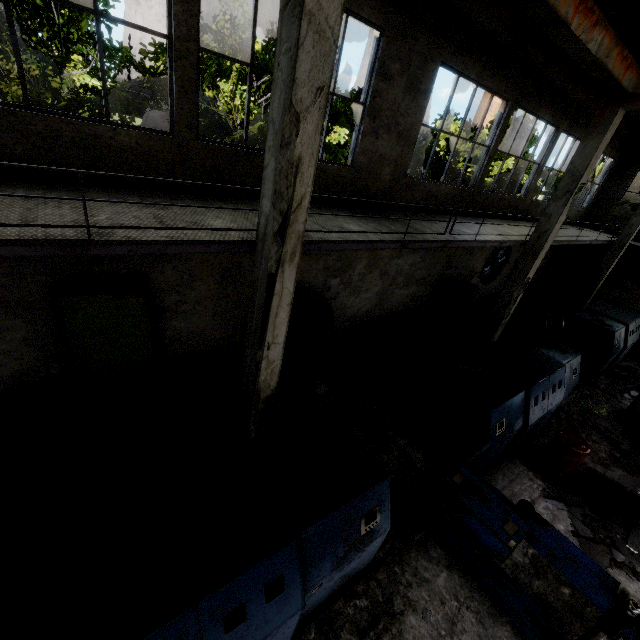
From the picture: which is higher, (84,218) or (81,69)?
(81,69)

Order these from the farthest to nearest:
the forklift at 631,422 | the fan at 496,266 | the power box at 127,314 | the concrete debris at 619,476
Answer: the fan at 496,266, the forklift at 631,422, the concrete debris at 619,476, the power box at 127,314

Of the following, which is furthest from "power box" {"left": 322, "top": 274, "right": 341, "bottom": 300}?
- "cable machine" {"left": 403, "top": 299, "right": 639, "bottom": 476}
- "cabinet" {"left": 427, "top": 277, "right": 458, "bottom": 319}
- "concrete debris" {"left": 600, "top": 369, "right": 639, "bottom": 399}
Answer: "concrete debris" {"left": 600, "top": 369, "right": 639, "bottom": 399}

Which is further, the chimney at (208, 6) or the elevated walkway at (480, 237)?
the chimney at (208, 6)

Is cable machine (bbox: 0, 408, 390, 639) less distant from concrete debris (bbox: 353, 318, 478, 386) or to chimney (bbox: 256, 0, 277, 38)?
concrete debris (bbox: 353, 318, 478, 386)

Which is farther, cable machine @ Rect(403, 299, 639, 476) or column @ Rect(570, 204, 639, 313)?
column @ Rect(570, 204, 639, 313)

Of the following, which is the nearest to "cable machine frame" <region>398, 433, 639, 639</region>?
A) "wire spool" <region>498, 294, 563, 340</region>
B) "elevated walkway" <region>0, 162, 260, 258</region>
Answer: "elevated walkway" <region>0, 162, 260, 258</region>

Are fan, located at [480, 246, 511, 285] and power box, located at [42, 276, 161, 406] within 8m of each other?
no
